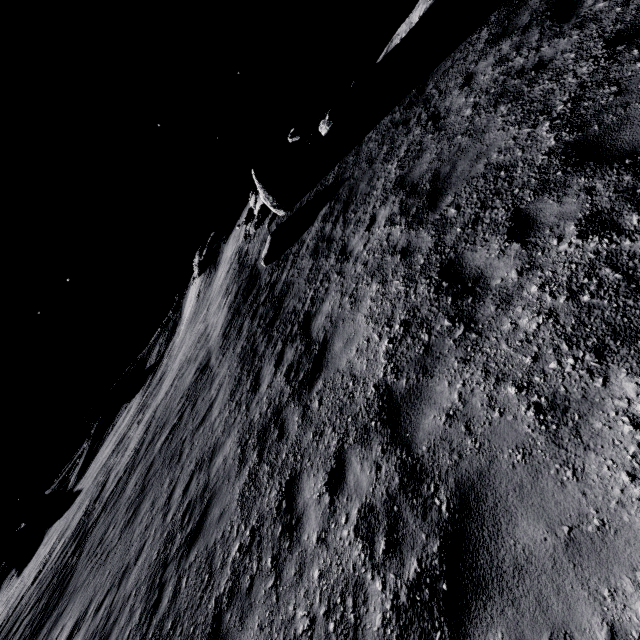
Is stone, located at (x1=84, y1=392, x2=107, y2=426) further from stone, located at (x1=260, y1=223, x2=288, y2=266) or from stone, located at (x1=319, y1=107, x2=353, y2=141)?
stone, located at (x1=319, y1=107, x2=353, y2=141)

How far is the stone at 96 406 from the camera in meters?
49.2 m

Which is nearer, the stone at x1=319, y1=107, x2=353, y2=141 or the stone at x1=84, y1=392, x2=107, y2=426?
the stone at x1=319, y1=107, x2=353, y2=141

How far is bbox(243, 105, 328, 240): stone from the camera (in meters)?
13.17

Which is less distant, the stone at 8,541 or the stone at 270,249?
the stone at 270,249

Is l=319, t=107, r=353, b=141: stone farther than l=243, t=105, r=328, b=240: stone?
Yes

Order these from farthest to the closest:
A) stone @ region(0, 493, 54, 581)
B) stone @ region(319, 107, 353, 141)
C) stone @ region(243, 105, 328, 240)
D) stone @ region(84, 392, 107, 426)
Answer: stone @ region(84, 392, 107, 426) → stone @ region(0, 493, 54, 581) → stone @ region(319, 107, 353, 141) → stone @ region(243, 105, 328, 240)

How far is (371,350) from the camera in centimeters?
526cm
